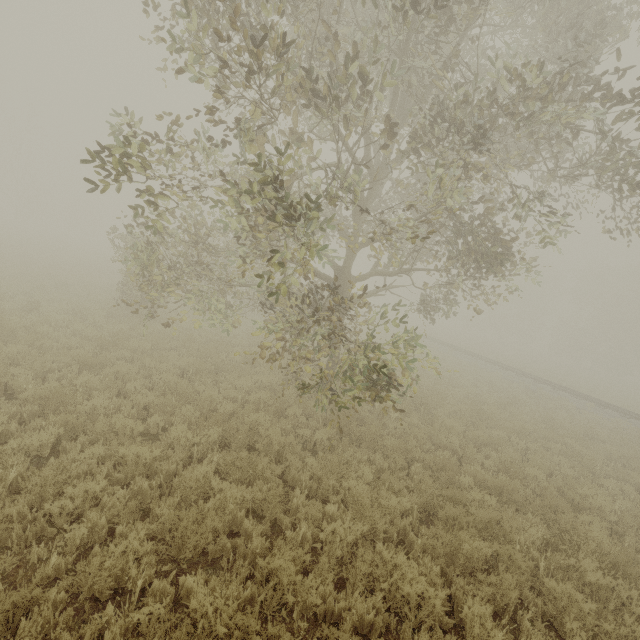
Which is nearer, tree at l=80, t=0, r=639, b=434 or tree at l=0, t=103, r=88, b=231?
tree at l=80, t=0, r=639, b=434

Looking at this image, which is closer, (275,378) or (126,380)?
(126,380)

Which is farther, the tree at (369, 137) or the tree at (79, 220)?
the tree at (79, 220)
